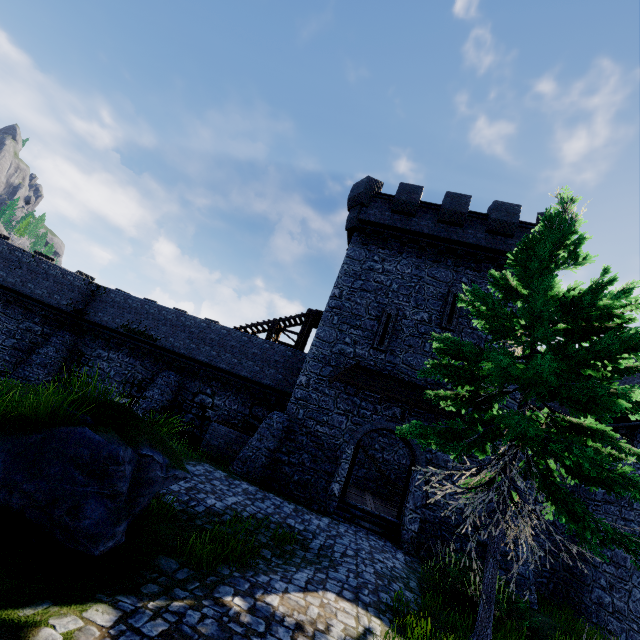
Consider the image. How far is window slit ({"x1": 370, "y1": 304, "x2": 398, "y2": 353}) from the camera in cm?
1563

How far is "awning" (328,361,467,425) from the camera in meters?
13.8 m

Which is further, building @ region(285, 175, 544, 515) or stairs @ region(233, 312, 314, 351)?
stairs @ region(233, 312, 314, 351)

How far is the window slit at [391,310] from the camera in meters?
15.6

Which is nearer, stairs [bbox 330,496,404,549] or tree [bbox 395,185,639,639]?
tree [bbox 395,185,639,639]

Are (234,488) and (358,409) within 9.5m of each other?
yes

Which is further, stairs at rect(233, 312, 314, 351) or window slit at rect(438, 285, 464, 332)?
stairs at rect(233, 312, 314, 351)

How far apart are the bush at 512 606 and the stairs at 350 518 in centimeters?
287cm
